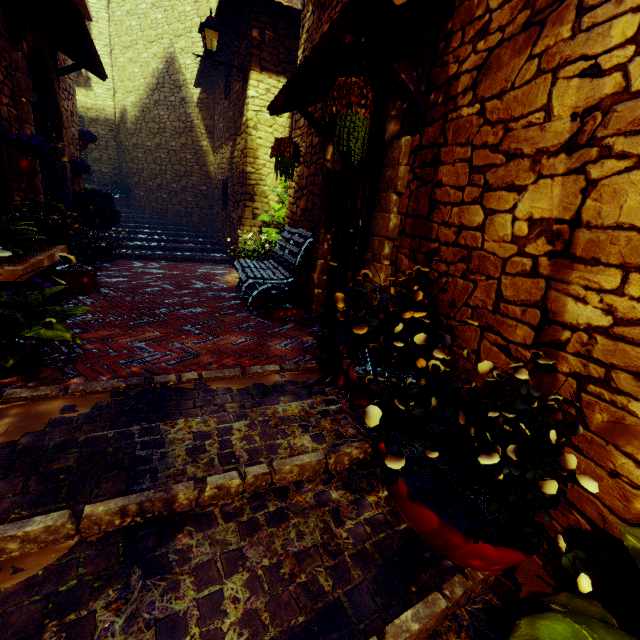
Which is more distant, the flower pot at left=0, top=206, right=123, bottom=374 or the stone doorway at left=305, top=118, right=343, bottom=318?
the stone doorway at left=305, top=118, right=343, bottom=318

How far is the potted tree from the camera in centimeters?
573cm

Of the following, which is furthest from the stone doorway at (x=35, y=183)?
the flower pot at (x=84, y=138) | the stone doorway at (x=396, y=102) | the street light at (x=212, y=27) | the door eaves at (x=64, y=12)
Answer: the stone doorway at (x=396, y=102)

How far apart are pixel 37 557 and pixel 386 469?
1.4 meters

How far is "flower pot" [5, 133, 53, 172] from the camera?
3.5m

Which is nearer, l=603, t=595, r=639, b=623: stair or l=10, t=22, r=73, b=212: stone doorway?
l=603, t=595, r=639, b=623: stair

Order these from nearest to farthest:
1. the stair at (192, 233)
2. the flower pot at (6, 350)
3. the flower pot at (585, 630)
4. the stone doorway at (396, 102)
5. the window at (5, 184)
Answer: the flower pot at (585, 630) < the flower pot at (6, 350) < the stone doorway at (396, 102) < the window at (5, 184) < the stair at (192, 233)

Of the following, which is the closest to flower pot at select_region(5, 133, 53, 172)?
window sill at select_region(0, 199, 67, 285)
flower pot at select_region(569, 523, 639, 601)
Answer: window sill at select_region(0, 199, 67, 285)
